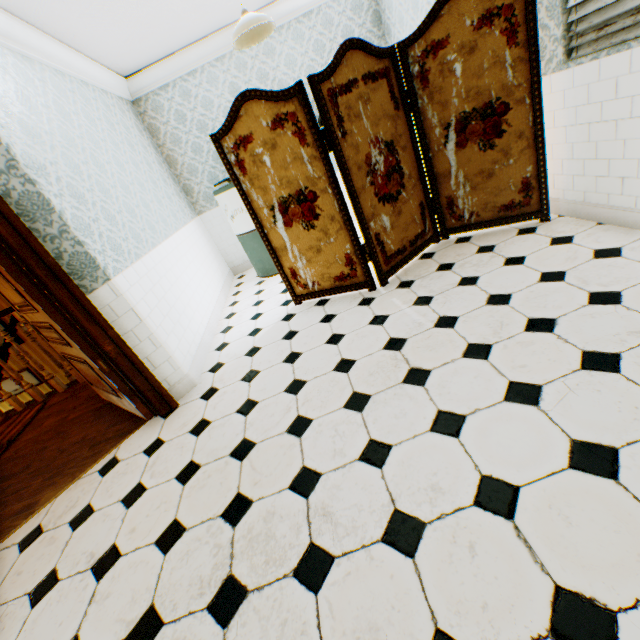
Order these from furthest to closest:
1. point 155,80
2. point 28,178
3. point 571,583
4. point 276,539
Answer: point 155,80
point 28,178
point 276,539
point 571,583

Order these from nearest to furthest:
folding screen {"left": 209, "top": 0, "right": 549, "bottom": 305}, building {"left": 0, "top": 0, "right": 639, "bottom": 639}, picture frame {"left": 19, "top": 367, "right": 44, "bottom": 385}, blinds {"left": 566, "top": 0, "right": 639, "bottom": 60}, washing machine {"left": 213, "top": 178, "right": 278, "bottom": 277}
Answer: building {"left": 0, "top": 0, "right": 639, "bottom": 639} < blinds {"left": 566, "top": 0, "right": 639, "bottom": 60} < folding screen {"left": 209, "top": 0, "right": 549, "bottom": 305} < washing machine {"left": 213, "top": 178, "right": 278, "bottom": 277} < picture frame {"left": 19, "top": 367, "right": 44, "bottom": 385}

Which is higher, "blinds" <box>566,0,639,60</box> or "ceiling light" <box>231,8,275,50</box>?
"ceiling light" <box>231,8,275,50</box>

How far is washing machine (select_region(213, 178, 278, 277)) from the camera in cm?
449

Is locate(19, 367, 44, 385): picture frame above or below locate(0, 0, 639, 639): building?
below

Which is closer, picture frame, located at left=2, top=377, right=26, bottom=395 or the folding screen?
the folding screen

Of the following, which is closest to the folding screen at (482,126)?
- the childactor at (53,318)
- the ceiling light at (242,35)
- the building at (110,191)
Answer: the building at (110,191)

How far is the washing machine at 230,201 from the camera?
4.5 meters
